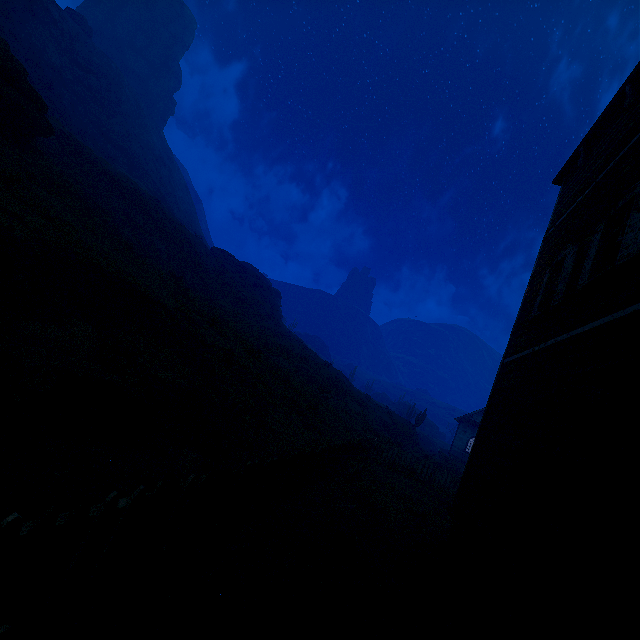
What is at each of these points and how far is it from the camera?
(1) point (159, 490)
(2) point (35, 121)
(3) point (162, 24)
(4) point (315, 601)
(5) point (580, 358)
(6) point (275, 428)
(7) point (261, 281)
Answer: (1) fence, 3.1m
(2) rock, 13.5m
(3) rock, 58.9m
(4) z, 4.0m
(5) building, 4.9m
(6) z, 11.1m
(7) rock, 46.9m

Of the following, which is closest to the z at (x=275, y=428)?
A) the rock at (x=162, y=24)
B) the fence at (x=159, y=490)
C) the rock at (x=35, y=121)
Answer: the fence at (x=159, y=490)

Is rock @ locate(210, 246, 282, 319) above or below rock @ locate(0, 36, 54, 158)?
Answer: above

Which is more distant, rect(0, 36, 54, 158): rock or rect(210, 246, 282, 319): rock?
rect(210, 246, 282, 319): rock

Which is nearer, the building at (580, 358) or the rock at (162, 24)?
the building at (580, 358)

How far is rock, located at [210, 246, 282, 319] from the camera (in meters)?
42.81

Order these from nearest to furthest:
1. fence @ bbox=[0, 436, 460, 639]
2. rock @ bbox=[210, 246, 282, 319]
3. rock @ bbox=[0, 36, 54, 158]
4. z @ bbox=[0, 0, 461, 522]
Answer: fence @ bbox=[0, 436, 460, 639] → z @ bbox=[0, 0, 461, 522] → rock @ bbox=[0, 36, 54, 158] → rock @ bbox=[210, 246, 282, 319]

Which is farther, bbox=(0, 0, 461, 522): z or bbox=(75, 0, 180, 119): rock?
bbox=(75, 0, 180, 119): rock
